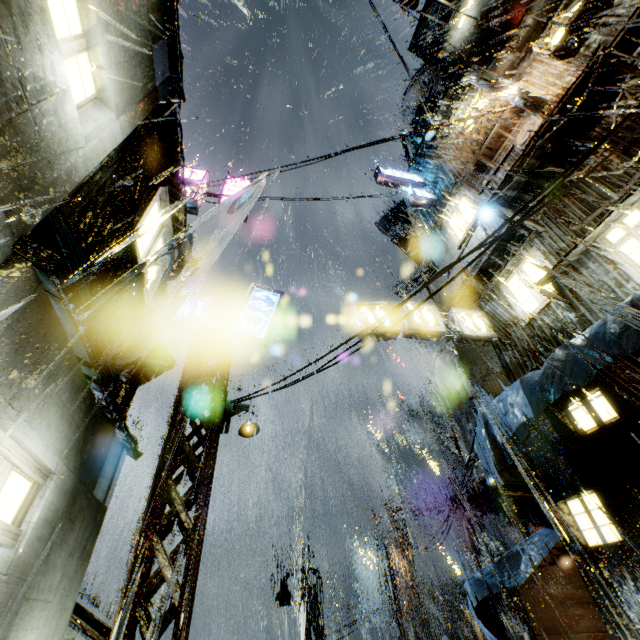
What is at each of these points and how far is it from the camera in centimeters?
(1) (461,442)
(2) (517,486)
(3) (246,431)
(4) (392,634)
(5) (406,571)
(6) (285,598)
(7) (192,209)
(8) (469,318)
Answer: (1) building vent, 1750cm
(2) sign, 845cm
(3) lamp, 757cm
(4) gear, 4672cm
(5) building, 2194cm
(6) street light, 1888cm
(7) sign, 1300cm
(8) sign, 1232cm

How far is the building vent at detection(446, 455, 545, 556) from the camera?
12.7 meters

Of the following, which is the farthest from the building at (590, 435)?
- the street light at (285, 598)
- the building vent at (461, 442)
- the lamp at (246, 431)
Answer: the lamp at (246, 431)

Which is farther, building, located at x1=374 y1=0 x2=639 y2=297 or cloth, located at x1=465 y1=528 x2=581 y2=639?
building, located at x1=374 y1=0 x2=639 y2=297

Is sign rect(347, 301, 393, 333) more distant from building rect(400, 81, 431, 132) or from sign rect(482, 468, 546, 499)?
sign rect(482, 468, 546, 499)

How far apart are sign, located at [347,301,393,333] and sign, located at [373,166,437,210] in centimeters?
900cm

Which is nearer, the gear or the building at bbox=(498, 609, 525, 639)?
the building at bbox=(498, 609, 525, 639)

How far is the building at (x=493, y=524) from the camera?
52.6 meters
